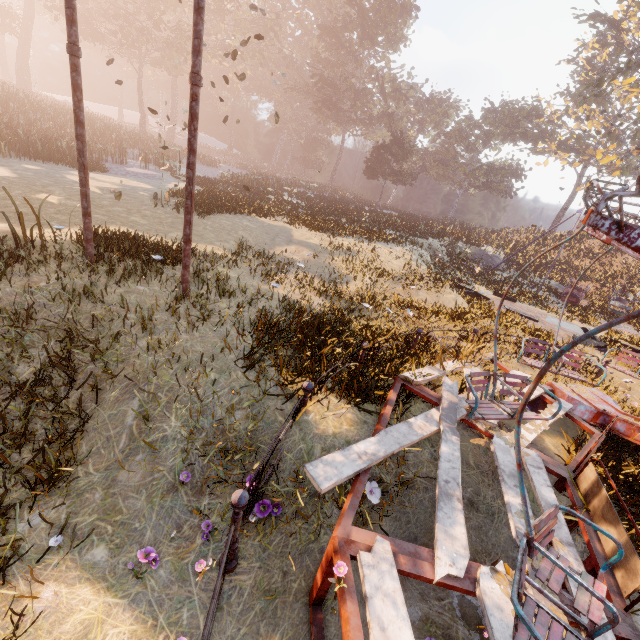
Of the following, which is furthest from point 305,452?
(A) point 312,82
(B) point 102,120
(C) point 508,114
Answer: (B) point 102,120

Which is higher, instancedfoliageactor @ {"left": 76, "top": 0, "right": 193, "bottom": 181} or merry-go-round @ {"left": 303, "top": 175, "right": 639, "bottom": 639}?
instancedfoliageactor @ {"left": 76, "top": 0, "right": 193, "bottom": 181}

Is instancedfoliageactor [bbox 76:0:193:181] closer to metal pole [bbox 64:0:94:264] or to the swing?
the swing

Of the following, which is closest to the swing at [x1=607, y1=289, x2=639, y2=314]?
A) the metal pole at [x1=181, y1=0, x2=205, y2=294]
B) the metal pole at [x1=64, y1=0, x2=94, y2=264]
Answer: the metal pole at [x1=181, y1=0, x2=205, y2=294]

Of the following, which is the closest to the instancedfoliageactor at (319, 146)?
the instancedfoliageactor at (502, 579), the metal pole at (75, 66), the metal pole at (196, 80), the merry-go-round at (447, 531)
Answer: the merry-go-round at (447, 531)

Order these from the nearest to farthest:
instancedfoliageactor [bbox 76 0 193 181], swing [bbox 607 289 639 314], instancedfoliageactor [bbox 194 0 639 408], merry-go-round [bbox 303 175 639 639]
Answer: merry-go-round [bbox 303 175 639 639] < instancedfoliageactor [bbox 194 0 639 408] < swing [bbox 607 289 639 314] < instancedfoliageactor [bbox 76 0 193 181]

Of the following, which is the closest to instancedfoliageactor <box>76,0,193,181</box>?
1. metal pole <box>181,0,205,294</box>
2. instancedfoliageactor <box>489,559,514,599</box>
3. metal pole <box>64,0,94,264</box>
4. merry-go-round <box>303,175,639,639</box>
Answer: merry-go-round <box>303,175,639,639</box>

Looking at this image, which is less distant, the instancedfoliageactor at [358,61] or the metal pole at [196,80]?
the metal pole at [196,80]
